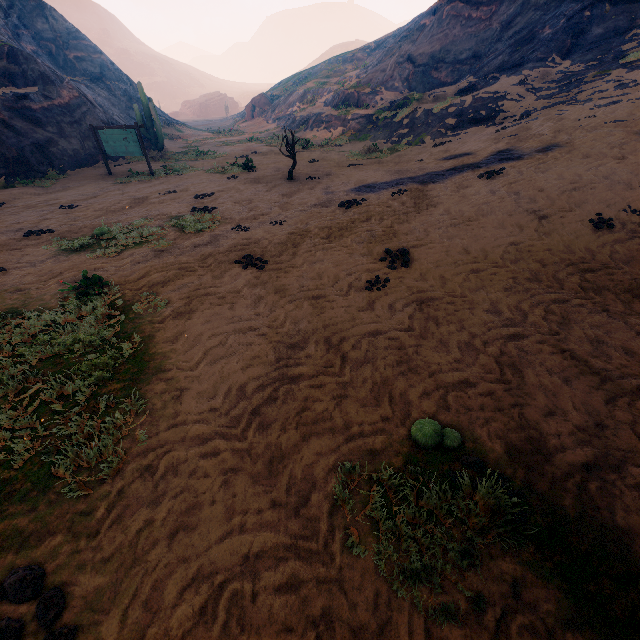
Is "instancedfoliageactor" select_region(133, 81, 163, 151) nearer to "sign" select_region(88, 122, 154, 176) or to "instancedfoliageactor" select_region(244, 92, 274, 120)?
"sign" select_region(88, 122, 154, 176)

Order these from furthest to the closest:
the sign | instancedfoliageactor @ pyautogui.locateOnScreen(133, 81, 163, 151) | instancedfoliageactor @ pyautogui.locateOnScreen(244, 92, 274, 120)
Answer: instancedfoliageactor @ pyautogui.locateOnScreen(244, 92, 274, 120), instancedfoliageactor @ pyautogui.locateOnScreen(133, 81, 163, 151), the sign

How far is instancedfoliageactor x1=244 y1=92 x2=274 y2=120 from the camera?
41.3m

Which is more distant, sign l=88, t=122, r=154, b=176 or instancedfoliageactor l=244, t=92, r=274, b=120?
instancedfoliageactor l=244, t=92, r=274, b=120

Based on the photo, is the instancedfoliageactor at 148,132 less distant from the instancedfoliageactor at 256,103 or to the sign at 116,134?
the sign at 116,134

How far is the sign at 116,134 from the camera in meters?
14.8

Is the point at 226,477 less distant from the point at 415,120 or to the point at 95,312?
the point at 95,312

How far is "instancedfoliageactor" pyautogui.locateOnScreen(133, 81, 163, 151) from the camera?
21.4 meters
